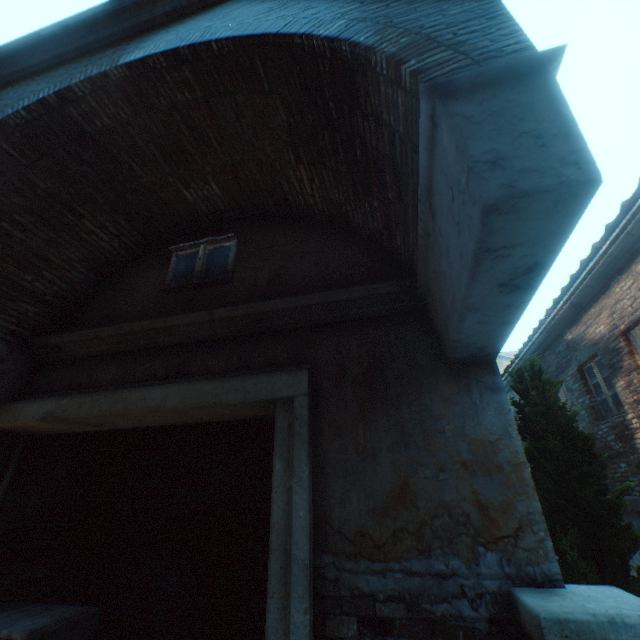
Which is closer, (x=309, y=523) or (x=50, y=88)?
(x=309, y=523)

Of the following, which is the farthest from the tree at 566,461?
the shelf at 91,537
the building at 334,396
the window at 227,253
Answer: the shelf at 91,537

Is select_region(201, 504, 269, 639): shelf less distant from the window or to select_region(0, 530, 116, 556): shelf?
select_region(0, 530, 116, 556): shelf

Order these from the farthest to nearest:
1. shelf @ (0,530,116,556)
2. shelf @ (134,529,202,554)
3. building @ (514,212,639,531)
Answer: building @ (514,212,639,531), shelf @ (134,529,202,554), shelf @ (0,530,116,556)

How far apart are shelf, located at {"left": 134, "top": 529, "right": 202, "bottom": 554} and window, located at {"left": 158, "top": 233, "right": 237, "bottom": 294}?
3.64m

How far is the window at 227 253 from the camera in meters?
4.1

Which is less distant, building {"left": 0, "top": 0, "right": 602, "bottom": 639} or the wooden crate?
building {"left": 0, "top": 0, "right": 602, "bottom": 639}

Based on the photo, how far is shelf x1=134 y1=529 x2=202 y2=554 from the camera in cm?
491
